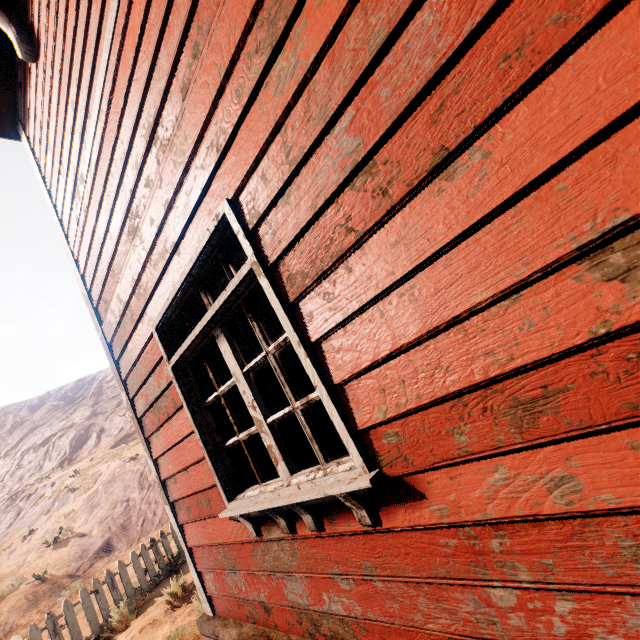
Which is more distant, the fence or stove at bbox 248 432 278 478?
the fence

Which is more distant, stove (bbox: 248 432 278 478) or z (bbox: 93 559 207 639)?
z (bbox: 93 559 207 639)

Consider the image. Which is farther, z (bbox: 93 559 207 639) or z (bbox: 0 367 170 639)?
z (bbox: 0 367 170 639)

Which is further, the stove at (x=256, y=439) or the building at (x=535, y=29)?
the stove at (x=256, y=439)

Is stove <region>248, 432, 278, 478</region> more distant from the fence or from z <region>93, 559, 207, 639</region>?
the fence

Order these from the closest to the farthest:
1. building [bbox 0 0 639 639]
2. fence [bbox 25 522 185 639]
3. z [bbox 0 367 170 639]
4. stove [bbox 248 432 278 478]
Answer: building [bbox 0 0 639 639] → stove [bbox 248 432 278 478] → fence [bbox 25 522 185 639] → z [bbox 0 367 170 639]

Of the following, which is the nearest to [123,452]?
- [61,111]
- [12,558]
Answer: [12,558]

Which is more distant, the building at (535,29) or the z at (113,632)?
the z at (113,632)
